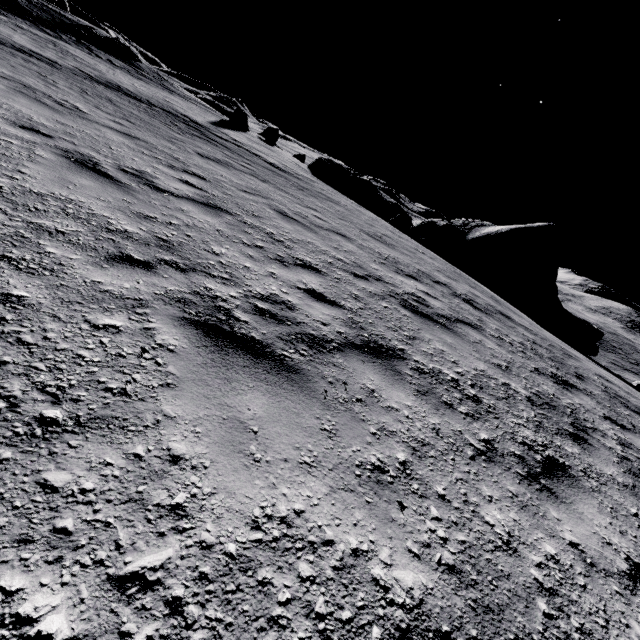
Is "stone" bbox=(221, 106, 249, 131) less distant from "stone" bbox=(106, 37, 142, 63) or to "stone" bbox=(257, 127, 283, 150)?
"stone" bbox=(257, 127, 283, 150)

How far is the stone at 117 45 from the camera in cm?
2596

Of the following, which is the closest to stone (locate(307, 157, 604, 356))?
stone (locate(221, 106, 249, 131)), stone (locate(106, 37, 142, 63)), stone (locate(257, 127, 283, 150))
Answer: stone (locate(257, 127, 283, 150))

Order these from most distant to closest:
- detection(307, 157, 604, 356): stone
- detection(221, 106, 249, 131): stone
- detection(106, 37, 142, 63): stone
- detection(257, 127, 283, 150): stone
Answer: detection(257, 127, 283, 150): stone, detection(106, 37, 142, 63): stone, detection(221, 106, 249, 131): stone, detection(307, 157, 604, 356): stone

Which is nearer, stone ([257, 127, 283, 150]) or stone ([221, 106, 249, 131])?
stone ([221, 106, 249, 131])

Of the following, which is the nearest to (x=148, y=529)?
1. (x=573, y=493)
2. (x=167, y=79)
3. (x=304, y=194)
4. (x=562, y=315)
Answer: (x=573, y=493)

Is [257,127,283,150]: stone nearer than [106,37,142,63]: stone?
No

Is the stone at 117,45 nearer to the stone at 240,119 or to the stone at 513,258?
the stone at 240,119
